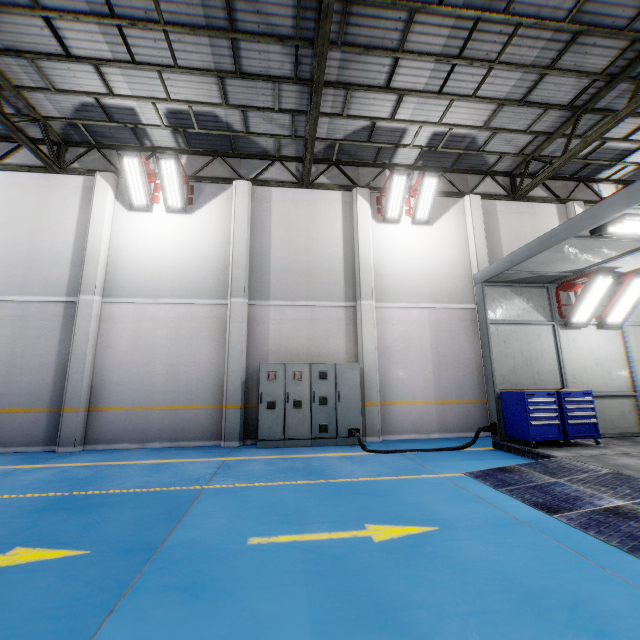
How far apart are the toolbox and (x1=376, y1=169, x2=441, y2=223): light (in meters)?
5.95

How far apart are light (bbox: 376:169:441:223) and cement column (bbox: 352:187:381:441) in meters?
0.2 m

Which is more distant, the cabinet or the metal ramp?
the cabinet

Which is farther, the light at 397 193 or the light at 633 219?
the light at 397 193

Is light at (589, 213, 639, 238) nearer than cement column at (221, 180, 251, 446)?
Yes

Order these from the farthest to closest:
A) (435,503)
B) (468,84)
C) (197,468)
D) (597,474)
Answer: (468,84), (197,468), (597,474), (435,503)

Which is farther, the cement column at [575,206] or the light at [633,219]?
the cement column at [575,206]

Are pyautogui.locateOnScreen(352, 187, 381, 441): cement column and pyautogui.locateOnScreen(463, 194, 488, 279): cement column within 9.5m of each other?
yes
